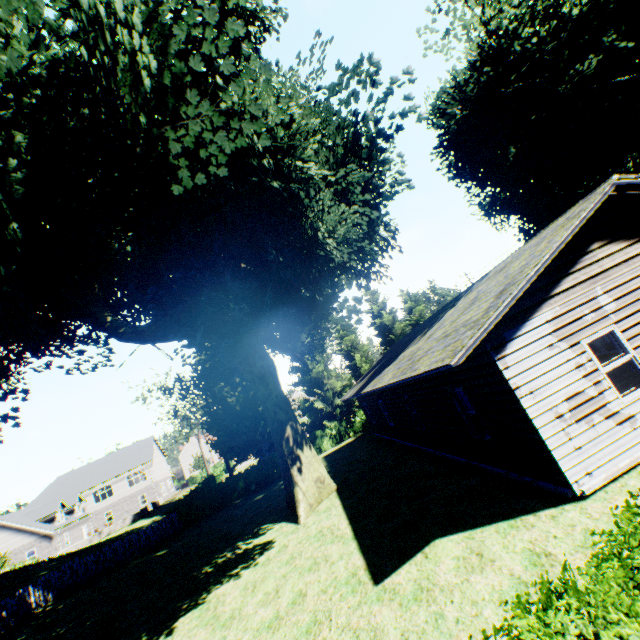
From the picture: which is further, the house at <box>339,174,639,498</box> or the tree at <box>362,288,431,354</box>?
the tree at <box>362,288,431,354</box>

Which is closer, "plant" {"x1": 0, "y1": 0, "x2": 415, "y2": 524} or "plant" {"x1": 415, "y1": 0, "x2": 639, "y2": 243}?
"plant" {"x1": 0, "y1": 0, "x2": 415, "y2": 524}

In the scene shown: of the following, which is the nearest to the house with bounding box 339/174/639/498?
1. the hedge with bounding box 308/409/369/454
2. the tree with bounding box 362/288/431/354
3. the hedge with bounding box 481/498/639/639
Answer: the hedge with bounding box 481/498/639/639

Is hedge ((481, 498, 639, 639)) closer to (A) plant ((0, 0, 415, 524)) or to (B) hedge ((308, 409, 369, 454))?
(A) plant ((0, 0, 415, 524))

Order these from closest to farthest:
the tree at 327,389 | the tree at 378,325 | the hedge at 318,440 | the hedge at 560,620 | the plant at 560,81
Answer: the hedge at 560,620
the plant at 560,81
the hedge at 318,440
the tree at 327,389
the tree at 378,325

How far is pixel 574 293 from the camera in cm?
782

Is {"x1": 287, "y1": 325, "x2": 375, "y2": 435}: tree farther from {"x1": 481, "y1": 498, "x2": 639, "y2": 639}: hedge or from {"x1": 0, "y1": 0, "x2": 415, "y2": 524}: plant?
{"x1": 481, "y1": 498, "x2": 639, "y2": 639}: hedge

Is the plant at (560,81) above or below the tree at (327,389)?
above
